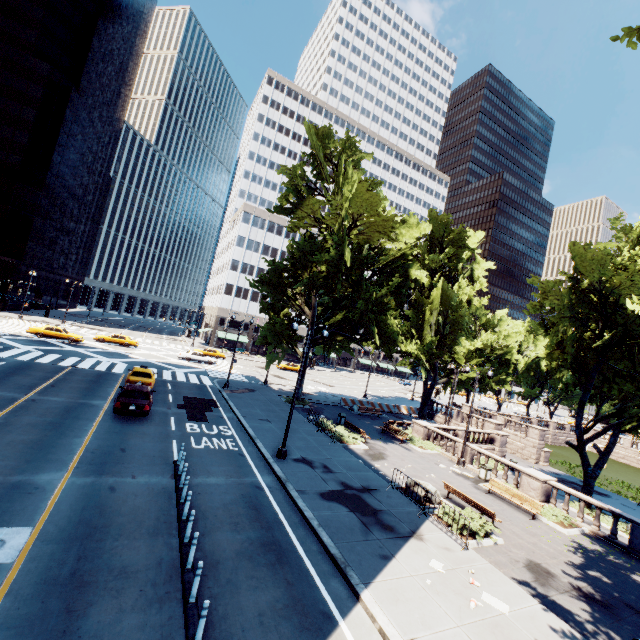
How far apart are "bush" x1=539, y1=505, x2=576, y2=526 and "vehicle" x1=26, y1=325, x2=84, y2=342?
45.96m

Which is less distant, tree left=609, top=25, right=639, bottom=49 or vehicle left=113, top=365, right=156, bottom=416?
tree left=609, top=25, right=639, bottom=49

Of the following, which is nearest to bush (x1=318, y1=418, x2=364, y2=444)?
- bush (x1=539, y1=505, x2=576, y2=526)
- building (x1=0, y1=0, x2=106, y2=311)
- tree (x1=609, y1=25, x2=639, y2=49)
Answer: Answer: tree (x1=609, y1=25, x2=639, y2=49)

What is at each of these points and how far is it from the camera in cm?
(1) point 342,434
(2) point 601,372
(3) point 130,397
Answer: (1) bush, 2258
(2) tree, 2486
(3) vehicle, 1853

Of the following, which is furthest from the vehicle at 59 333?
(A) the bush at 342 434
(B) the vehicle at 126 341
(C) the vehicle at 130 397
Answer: (A) the bush at 342 434

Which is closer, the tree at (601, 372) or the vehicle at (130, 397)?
the vehicle at (130, 397)

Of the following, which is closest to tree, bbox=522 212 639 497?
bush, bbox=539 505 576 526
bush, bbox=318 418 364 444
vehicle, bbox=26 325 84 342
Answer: bush, bbox=318 418 364 444

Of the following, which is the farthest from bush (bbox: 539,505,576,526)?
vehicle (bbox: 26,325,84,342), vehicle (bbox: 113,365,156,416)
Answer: vehicle (bbox: 26,325,84,342)
